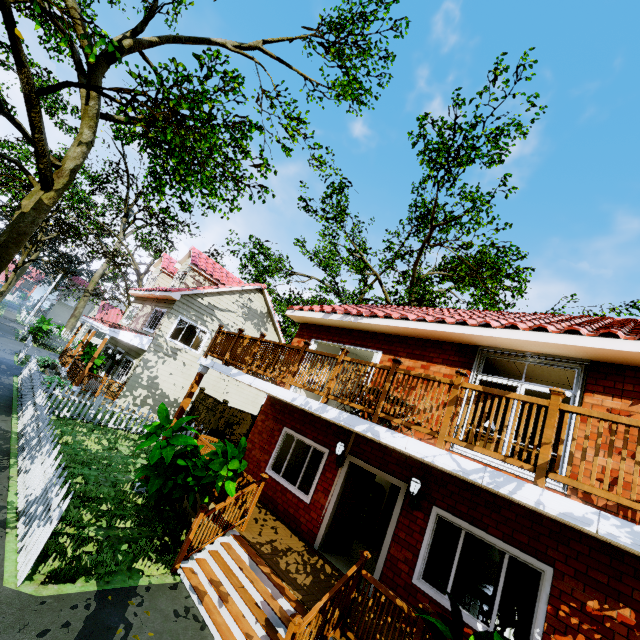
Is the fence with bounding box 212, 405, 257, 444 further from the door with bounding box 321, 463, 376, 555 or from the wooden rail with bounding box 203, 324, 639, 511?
the door with bounding box 321, 463, 376, 555

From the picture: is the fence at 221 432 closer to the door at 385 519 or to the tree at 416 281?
the tree at 416 281

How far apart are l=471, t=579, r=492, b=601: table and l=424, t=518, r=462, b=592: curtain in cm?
193

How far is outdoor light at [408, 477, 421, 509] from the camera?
6.6 meters

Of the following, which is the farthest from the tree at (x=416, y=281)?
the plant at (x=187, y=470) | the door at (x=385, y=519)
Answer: the door at (x=385, y=519)

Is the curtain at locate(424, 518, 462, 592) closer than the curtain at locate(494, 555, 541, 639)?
No

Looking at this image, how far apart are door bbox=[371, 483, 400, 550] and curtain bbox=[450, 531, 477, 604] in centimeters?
365cm

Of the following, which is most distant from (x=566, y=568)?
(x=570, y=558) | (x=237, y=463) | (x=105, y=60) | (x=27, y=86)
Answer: (x=105, y=60)
